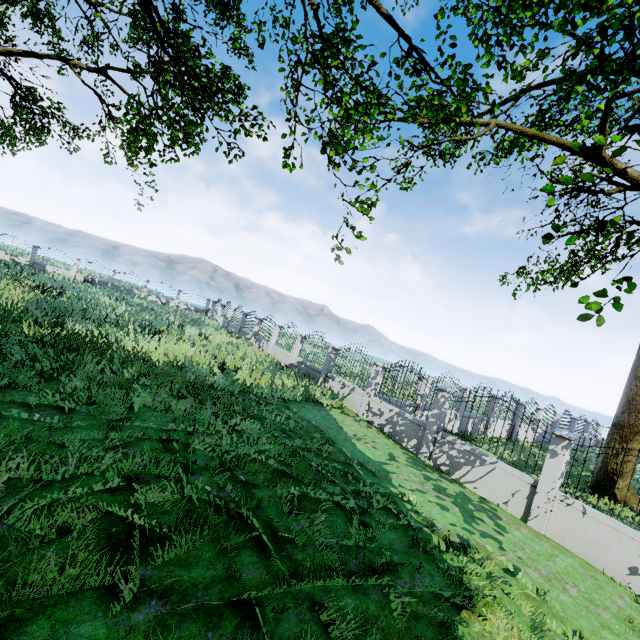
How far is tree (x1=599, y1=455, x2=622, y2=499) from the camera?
12.6 meters

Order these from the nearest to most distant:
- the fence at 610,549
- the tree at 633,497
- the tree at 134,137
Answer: the fence at 610,549 < the tree at 134,137 < the tree at 633,497

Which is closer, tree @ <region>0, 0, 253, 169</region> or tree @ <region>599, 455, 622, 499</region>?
tree @ <region>0, 0, 253, 169</region>

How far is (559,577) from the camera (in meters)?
5.59

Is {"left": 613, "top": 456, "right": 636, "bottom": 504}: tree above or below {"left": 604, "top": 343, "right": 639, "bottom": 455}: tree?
below

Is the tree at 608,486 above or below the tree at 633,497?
above
